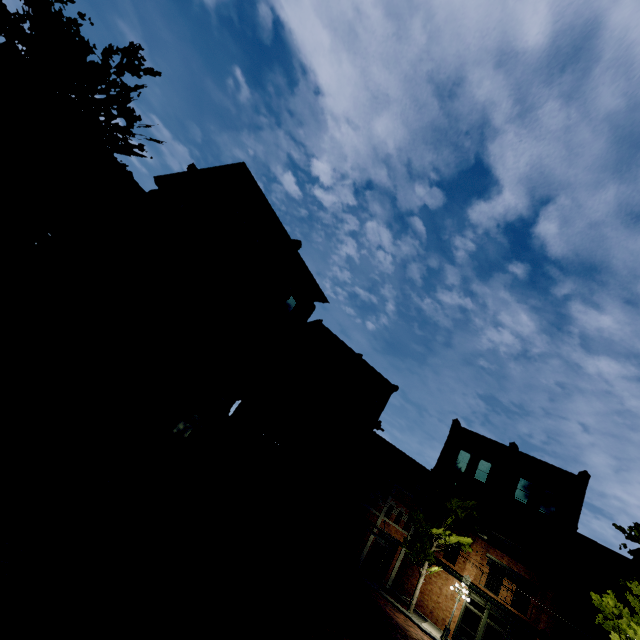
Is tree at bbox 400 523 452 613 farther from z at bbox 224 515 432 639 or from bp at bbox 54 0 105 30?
bp at bbox 54 0 105 30

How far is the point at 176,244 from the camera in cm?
1588

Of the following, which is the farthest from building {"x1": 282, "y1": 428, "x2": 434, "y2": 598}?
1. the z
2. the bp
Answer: the bp

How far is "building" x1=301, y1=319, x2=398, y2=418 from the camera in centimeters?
2782cm

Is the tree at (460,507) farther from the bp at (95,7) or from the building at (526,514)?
the bp at (95,7)

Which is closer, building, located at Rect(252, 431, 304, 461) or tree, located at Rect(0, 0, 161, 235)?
tree, located at Rect(0, 0, 161, 235)

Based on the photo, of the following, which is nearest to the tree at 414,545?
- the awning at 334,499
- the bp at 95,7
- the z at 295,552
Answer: the z at 295,552

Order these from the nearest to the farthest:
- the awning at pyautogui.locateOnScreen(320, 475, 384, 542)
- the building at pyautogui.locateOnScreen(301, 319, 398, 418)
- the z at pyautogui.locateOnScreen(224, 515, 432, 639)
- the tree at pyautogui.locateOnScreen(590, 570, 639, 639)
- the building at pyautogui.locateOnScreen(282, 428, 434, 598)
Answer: the tree at pyautogui.locateOnScreen(590, 570, 639, 639) < the z at pyautogui.locateOnScreen(224, 515, 432, 639) < the awning at pyautogui.locateOnScreen(320, 475, 384, 542) < the building at pyautogui.locateOnScreen(282, 428, 434, 598) < the building at pyautogui.locateOnScreen(301, 319, 398, 418)
